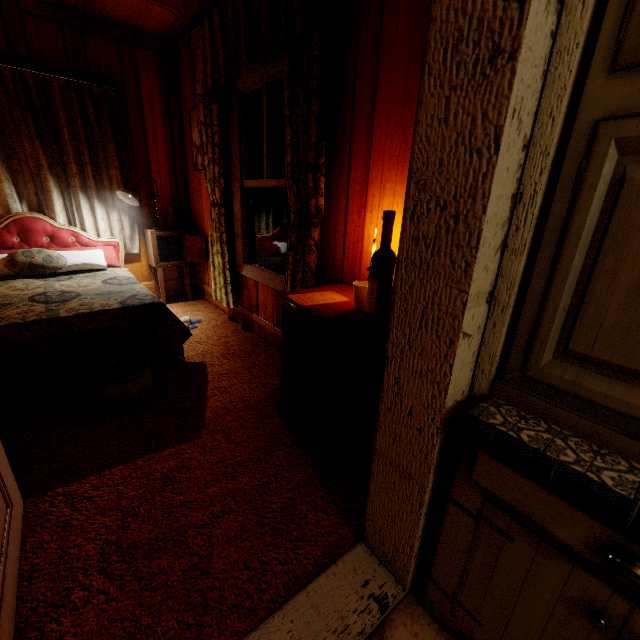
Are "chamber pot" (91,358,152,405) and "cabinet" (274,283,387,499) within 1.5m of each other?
yes

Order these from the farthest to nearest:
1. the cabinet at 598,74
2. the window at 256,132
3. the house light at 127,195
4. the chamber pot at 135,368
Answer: the house light at 127,195, the window at 256,132, the chamber pot at 135,368, the cabinet at 598,74

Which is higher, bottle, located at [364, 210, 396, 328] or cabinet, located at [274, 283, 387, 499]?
bottle, located at [364, 210, 396, 328]

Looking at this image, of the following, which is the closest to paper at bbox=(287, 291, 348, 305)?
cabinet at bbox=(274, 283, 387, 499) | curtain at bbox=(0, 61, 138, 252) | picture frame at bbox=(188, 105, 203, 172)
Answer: cabinet at bbox=(274, 283, 387, 499)

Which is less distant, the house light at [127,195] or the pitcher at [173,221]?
the house light at [127,195]

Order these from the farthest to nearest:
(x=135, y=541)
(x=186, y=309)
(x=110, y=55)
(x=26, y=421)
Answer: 1. (x=186, y=309)
2. (x=110, y=55)
3. (x=26, y=421)
4. (x=135, y=541)

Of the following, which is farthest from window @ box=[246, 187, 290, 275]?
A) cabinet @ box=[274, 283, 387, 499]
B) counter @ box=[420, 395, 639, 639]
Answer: counter @ box=[420, 395, 639, 639]

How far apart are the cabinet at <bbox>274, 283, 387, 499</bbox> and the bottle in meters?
0.0
